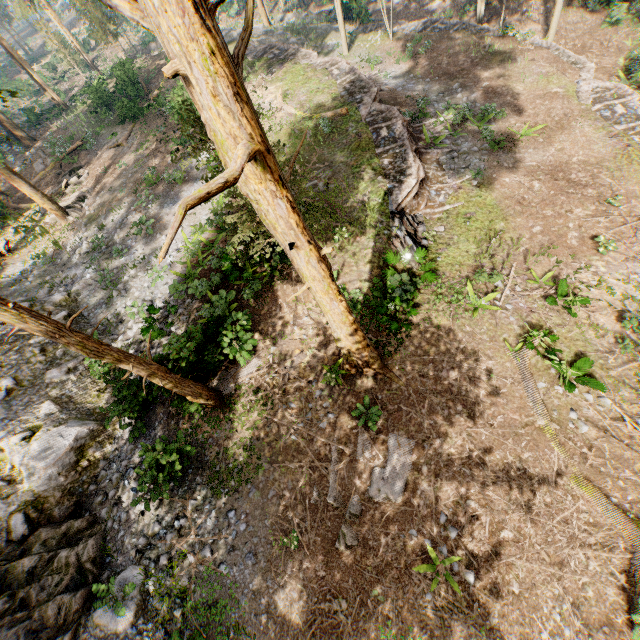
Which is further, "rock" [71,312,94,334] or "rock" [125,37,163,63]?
"rock" [125,37,163,63]

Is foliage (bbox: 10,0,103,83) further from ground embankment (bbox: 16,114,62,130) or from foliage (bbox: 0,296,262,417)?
foliage (bbox: 0,296,262,417)

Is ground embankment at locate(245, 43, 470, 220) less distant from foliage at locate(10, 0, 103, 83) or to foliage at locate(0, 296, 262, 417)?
foliage at locate(0, 296, 262, 417)

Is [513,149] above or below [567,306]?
below

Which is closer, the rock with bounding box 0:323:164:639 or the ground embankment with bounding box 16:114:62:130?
the rock with bounding box 0:323:164:639

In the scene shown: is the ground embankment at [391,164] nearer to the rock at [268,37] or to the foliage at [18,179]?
the rock at [268,37]

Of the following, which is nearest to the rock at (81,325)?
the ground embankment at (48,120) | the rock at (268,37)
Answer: the ground embankment at (48,120)

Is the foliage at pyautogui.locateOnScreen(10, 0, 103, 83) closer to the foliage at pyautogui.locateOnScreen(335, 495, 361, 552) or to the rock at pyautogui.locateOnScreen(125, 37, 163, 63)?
the foliage at pyautogui.locateOnScreen(335, 495, 361, 552)
